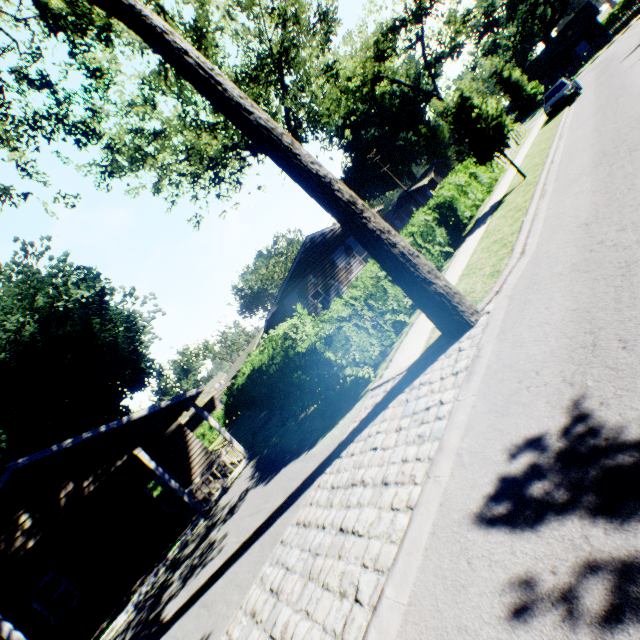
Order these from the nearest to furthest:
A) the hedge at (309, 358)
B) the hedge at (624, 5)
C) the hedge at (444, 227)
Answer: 1. the hedge at (309, 358)
2. the hedge at (444, 227)
3. the hedge at (624, 5)

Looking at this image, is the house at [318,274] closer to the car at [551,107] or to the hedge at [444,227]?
the hedge at [444,227]

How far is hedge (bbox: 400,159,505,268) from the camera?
13.1m

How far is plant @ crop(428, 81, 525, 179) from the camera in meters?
13.2 m

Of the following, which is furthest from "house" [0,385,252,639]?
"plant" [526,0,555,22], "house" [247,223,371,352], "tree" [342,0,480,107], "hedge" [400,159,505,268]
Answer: "plant" [526,0,555,22]

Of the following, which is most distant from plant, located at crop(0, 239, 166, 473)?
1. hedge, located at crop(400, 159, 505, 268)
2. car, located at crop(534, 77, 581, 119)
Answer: car, located at crop(534, 77, 581, 119)

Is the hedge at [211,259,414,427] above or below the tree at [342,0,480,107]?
below

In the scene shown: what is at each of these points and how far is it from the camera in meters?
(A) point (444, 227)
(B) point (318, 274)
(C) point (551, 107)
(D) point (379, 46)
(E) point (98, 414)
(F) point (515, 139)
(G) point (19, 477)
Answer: (A) hedge, 14.3
(B) house, 23.8
(C) car, 21.8
(D) tree, 28.9
(E) plant, 23.4
(F) fence, 27.1
(G) house, 10.1
